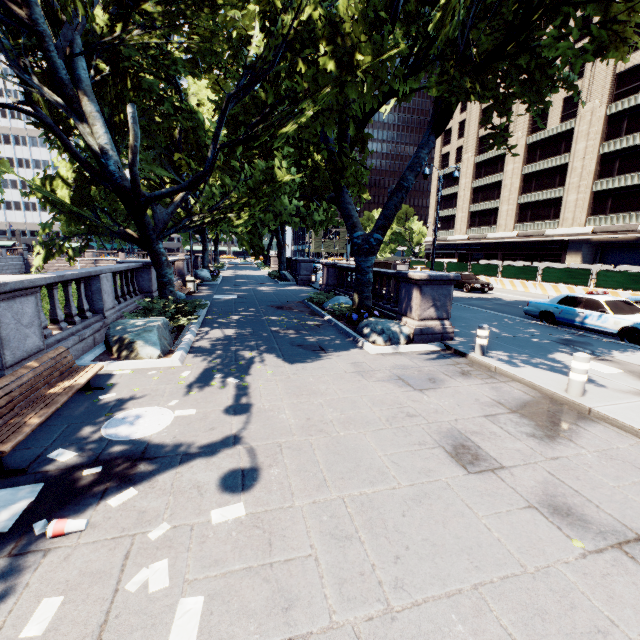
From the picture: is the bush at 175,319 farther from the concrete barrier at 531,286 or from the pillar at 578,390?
the concrete barrier at 531,286

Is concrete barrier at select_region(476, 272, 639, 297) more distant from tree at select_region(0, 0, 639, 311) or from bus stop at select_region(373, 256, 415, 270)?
tree at select_region(0, 0, 639, 311)

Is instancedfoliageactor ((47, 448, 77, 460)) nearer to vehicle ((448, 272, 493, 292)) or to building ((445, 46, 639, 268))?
vehicle ((448, 272, 493, 292))

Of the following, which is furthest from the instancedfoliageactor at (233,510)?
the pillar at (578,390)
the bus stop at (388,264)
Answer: the bus stop at (388,264)

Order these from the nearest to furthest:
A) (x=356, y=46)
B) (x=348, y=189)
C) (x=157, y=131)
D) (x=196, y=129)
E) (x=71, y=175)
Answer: (x=356, y=46) → (x=348, y=189) → (x=196, y=129) → (x=71, y=175) → (x=157, y=131)

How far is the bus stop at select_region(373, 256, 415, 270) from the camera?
21.4 meters

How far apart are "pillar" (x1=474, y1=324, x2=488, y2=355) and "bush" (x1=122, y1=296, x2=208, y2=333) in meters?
9.8

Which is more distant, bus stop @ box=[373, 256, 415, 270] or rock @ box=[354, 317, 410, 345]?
bus stop @ box=[373, 256, 415, 270]
